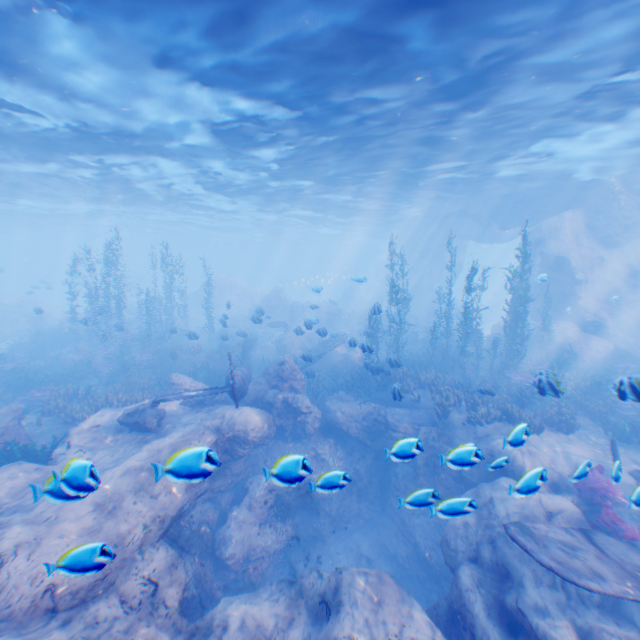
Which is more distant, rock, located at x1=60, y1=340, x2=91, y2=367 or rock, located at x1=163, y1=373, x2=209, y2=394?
rock, located at x1=60, y1=340, x2=91, y2=367

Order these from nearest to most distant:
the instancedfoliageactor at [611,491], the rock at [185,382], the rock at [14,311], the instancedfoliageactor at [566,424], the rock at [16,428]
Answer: the instancedfoliageactor at [611,491]
the rock at [16,428]
the instancedfoliageactor at [566,424]
the rock at [185,382]
the rock at [14,311]

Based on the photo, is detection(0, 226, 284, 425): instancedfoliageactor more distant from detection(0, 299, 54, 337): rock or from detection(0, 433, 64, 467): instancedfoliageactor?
detection(0, 433, 64, 467): instancedfoliageactor

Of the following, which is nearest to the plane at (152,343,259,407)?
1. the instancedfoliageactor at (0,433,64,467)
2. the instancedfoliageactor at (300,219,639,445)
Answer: the instancedfoliageactor at (300,219,639,445)

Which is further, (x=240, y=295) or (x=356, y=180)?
(x=240, y=295)

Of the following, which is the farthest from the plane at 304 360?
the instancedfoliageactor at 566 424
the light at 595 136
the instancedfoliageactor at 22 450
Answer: the light at 595 136

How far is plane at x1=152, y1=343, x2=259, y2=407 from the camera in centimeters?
1034cm

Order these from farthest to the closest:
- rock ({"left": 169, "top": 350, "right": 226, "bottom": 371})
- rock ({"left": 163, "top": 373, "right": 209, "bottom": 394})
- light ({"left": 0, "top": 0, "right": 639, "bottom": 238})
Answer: rock ({"left": 169, "top": 350, "right": 226, "bottom": 371}) → rock ({"left": 163, "top": 373, "right": 209, "bottom": 394}) → light ({"left": 0, "top": 0, "right": 639, "bottom": 238})
